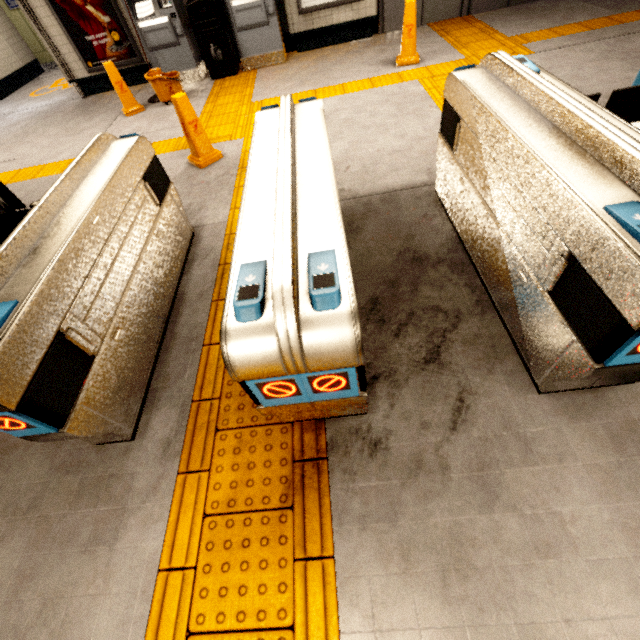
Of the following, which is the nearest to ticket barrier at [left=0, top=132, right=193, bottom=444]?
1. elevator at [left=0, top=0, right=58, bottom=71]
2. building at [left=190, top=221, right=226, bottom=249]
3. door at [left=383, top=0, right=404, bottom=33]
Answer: building at [left=190, top=221, right=226, bottom=249]

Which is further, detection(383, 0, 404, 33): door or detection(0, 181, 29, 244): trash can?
detection(383, 0, 404, 33): door

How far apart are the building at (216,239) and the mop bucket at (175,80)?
4.0m

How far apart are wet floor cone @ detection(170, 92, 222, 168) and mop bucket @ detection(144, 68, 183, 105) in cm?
254

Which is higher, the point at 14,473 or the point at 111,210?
the point at 111,210

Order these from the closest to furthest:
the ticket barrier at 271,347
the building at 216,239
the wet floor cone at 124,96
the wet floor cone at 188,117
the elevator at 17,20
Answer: the ticket barrier at 271,347 → the building at 216,239 → the wet floor cone at 188,117 → the wet floor cone at 124,96 → the elevator at 17,20

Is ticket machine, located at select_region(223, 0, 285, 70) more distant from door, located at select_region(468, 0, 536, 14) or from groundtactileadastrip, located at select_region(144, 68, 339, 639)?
door, located at select_region(468, 0, 536, 14)

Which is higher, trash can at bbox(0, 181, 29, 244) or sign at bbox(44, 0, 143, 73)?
sign at bbox(44, 0, 143, 73)
